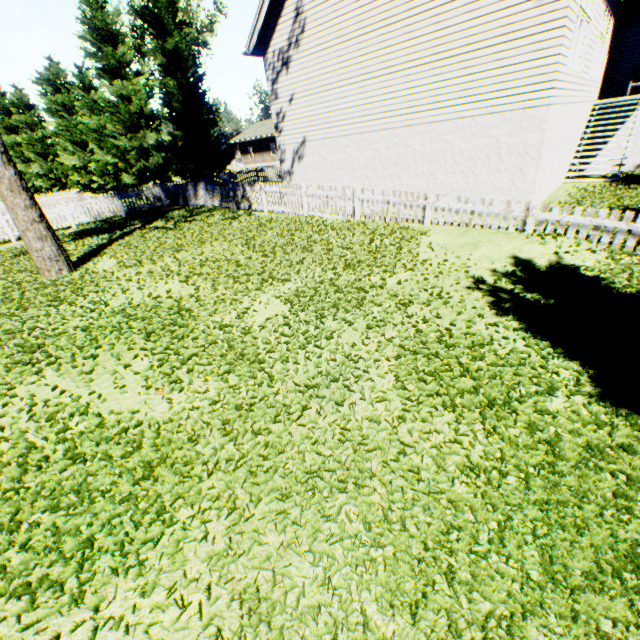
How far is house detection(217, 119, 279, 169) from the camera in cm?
4459

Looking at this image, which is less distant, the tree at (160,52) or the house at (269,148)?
the tree at (160,52)

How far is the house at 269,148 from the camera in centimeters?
4459cm

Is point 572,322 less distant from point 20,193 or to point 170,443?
point 170,443

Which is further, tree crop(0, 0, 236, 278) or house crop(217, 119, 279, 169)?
house crop(217, 119, 279, 169)
